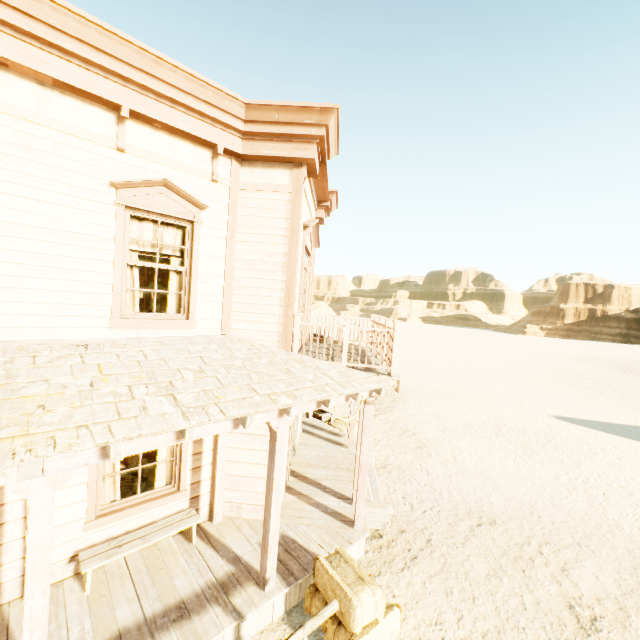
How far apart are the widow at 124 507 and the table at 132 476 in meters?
1.0 m

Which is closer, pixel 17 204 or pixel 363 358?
pixel 17 204

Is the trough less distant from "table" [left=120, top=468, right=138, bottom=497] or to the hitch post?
"table" [left=120, top=468, right=138, bottom=497]

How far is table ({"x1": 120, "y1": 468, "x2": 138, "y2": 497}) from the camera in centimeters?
657cm

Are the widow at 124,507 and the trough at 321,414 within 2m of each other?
no

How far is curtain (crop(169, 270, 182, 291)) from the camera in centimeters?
545cm

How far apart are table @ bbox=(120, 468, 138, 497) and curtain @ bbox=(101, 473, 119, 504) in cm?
105

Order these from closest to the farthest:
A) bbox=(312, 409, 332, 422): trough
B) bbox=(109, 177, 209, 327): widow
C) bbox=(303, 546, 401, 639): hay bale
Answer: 1. bbox=(303, 546, 401, 639): hay bale
2. bbox=(109, 177, 209, 327): widow
3. bbox=(312, 409, 332, 422): trough
